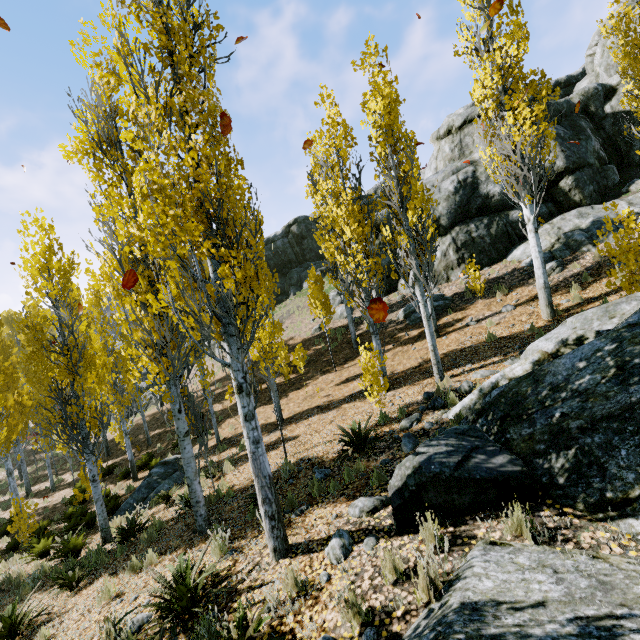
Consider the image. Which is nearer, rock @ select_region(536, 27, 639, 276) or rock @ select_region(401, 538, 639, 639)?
rock @ select_region(401, 538, 639, 639)

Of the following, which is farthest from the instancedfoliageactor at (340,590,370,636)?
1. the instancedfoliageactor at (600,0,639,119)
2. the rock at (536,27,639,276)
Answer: the instancedfoliageactor at (600,0,639,119)

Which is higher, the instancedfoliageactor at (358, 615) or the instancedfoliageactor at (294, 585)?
the instancedfoliageactor at (358, 615)

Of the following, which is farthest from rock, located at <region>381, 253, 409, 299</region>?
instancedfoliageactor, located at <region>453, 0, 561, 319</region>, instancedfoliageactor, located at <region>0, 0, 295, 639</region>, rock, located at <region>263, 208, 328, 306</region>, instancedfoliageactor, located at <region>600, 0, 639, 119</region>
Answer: rock, located at <region>263, 208, 328, 306</region>

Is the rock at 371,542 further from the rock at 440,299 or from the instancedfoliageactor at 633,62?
the rock at 440,299

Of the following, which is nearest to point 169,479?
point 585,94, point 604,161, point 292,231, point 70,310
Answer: point 70,310

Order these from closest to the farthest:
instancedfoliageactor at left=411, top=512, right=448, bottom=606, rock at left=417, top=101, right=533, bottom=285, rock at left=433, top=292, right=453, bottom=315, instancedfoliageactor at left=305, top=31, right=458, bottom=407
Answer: instancedfoliageactor at left=411, top=512, right=448, bottom=606 → instancedfoliageactor at left=305, top=31, right=458, bottom=407 → rock at left=433, top=292, right=453, bottom=315 → rock at left=417, top=101, right=533, bottom=285
